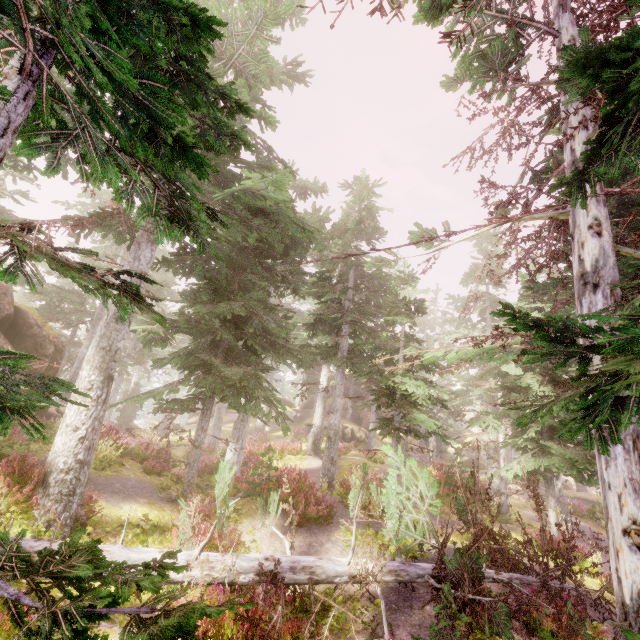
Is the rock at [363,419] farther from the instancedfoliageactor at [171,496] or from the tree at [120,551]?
the tree at [120,551]

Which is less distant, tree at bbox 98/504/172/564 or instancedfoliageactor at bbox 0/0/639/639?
instancedfoliageactor at bbox 0/0/639/639

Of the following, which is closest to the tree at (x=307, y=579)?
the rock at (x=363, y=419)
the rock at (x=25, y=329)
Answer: the rock at (x=25, y=329)

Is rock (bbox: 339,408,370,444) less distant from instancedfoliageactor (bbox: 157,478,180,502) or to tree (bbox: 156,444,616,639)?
instancedfoliageactor (bbox: 157,478,180,502)

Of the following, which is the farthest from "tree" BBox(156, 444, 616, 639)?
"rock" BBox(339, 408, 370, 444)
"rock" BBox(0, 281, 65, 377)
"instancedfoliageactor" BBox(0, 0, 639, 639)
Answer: "rock" BBox(339, 408, 370, 444)

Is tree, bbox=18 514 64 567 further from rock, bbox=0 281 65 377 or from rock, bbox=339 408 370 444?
rock, bbox=339 408 370 444

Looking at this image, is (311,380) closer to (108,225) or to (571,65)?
(108,225)
